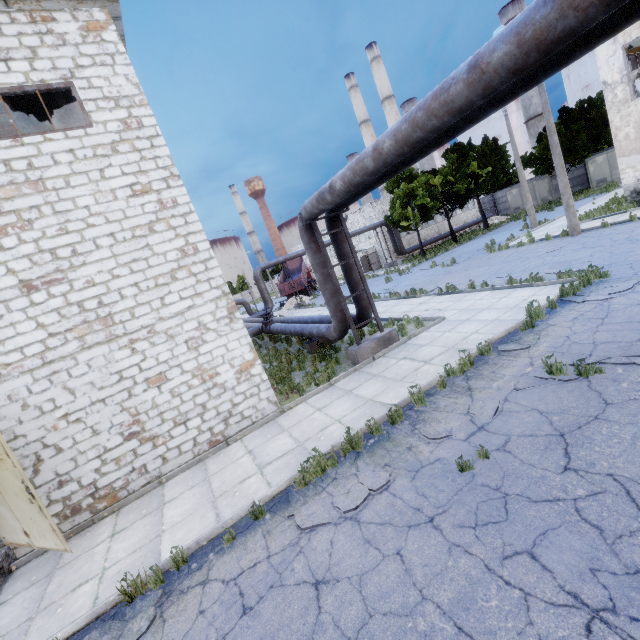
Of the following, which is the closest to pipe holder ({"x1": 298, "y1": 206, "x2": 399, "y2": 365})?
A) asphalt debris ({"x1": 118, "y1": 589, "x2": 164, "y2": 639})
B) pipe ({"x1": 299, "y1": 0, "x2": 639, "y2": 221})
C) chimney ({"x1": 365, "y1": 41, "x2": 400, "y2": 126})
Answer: pipe ({"x1": 299, "y1": 0, "x2": 639, "y2": 221})

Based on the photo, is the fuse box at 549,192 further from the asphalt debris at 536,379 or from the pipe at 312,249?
the asphalt debris at 536,379

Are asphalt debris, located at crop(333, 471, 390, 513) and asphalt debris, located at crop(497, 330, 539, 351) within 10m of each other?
yes

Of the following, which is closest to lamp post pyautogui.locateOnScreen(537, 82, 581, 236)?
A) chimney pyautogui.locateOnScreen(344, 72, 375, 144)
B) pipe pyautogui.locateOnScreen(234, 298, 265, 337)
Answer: pipe pyautogui.locateOnScreen(234, 298, 265, 337)

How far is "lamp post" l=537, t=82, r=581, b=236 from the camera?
15.79m

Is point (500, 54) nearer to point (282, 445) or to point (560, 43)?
point (560, 43)

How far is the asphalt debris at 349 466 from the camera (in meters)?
5.55

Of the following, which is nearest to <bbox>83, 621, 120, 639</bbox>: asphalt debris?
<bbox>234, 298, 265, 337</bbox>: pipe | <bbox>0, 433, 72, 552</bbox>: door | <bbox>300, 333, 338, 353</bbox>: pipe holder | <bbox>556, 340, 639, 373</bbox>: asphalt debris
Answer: <bbox>0, 433, 72, 552</bbox>: door
